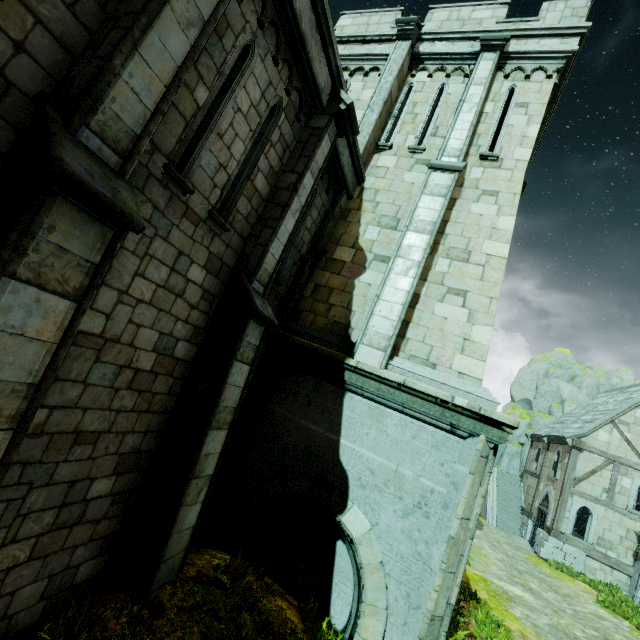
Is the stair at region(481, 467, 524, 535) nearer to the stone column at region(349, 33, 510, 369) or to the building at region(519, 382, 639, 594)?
the building at region(519, 382, 639, 594)

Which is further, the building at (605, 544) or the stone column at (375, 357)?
the building at (605, 544)

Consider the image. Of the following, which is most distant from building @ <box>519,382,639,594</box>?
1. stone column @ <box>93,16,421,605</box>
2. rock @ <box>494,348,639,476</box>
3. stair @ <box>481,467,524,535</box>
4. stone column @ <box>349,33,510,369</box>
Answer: stone column @ <box>93,16,421,605</box>

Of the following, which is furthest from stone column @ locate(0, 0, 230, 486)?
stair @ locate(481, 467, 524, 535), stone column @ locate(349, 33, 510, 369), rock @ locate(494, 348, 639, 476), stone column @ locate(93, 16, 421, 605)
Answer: rock @ locate(494, 348, 639, 476)

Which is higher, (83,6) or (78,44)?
(83,6)

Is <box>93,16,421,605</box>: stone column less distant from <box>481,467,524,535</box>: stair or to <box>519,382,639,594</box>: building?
<box>519,382,639,594</box>: building

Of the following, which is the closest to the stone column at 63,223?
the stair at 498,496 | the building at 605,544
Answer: the building at 605,544

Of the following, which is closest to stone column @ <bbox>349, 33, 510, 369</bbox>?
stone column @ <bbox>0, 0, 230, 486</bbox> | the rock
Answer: stone column @ <bbox>0, 0, 230, 486</bbox>
